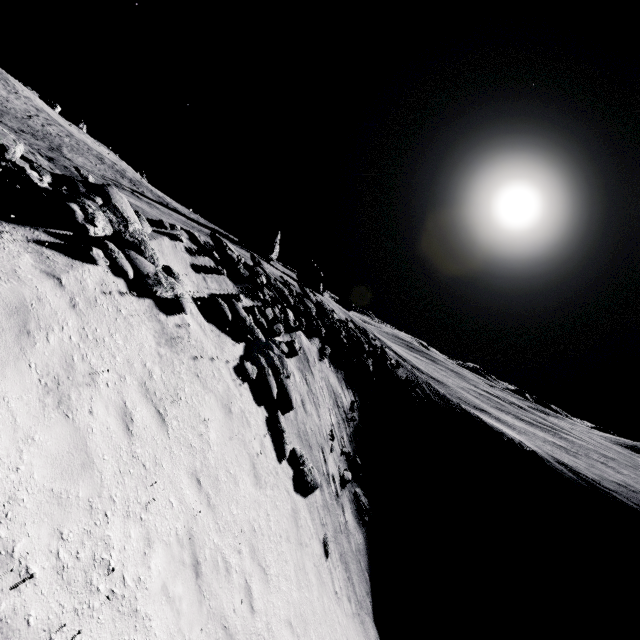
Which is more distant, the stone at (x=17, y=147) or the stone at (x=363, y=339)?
the stone at (x=363, y=339)

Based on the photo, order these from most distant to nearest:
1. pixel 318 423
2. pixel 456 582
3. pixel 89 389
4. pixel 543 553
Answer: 1. pixel 543 553
2. pixel 456 582
3. pixel 318 423
4. pixel 89 389

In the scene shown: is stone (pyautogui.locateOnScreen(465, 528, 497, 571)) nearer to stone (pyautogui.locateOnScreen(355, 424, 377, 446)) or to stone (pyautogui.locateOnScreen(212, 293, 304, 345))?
stone (pyautogui.locateOnScreen(355, 424, 377, 446))

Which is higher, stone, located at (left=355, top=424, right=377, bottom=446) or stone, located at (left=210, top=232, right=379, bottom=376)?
stone, located at (left=210, top=232, right=379, bottom=376)

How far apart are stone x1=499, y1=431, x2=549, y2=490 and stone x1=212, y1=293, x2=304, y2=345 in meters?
40.0

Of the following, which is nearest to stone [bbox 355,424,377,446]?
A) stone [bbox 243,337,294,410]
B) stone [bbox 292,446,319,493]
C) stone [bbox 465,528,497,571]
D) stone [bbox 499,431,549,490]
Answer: stone [bbox 292,446,319,493]

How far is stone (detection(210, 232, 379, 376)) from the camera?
17.8m

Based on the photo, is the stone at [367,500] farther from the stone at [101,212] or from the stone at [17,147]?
the stone at [17,147]
